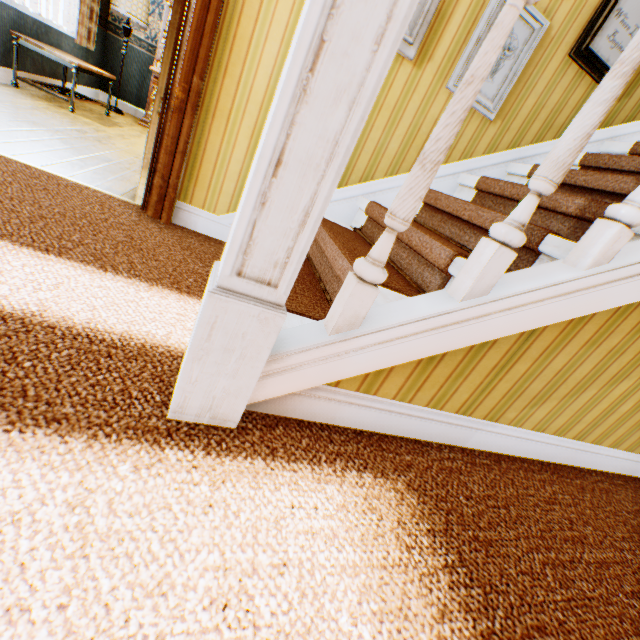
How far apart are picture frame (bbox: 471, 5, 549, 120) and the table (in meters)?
4.28

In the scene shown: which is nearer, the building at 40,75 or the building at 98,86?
the building at 40,75

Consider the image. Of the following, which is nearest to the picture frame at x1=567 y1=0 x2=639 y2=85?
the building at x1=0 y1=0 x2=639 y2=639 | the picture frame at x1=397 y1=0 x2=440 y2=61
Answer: the building at x1=0 y1=0 x2=639 y2=639

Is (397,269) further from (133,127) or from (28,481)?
(133,127)

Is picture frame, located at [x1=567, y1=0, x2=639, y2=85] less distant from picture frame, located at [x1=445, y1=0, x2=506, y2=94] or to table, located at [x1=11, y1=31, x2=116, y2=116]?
picture frame, located at [x1=445, y1=0, x2=506, y2=94]

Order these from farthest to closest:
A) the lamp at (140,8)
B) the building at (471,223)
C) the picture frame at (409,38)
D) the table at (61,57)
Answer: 1. the lamp at (140,8)
2. the table at (61,57)
3. the picture frame at (409,38)
4. the building at (471,223)

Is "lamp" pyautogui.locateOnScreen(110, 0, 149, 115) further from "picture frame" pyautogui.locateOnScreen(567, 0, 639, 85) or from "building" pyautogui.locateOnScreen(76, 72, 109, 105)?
"picture frame" pyautogui.locateOnScreen(567, 0, 639, 85)

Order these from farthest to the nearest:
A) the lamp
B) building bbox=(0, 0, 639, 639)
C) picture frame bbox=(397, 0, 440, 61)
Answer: the lamp
picture frame bbox=(397, 0, 440, 61)
building bbox=(0, 0, 639, 639)
